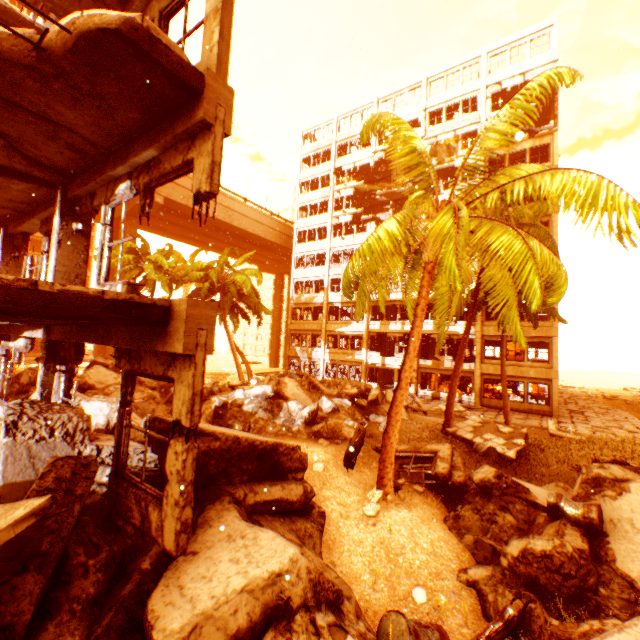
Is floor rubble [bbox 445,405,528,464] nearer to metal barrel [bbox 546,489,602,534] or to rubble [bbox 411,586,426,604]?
metal barrel [bbox 546,489,602,534]

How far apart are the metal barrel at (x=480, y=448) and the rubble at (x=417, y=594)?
8.6 meters

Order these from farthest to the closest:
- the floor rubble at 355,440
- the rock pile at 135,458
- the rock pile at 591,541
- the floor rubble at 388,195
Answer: the floor rubble at 388,195, the floor rubble at 355,440, the rock pile at 135,458, the rock pile at 591,541

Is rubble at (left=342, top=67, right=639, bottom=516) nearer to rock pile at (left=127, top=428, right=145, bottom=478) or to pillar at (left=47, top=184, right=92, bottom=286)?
rock pile at (left=127, top=428, right=145, bottom=478)

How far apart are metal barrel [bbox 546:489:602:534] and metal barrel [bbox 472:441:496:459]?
6.1m

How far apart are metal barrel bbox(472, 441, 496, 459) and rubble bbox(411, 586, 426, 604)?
8.6 meters

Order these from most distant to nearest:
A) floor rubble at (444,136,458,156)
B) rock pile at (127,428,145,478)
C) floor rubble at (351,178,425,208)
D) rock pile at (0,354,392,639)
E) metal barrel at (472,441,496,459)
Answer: floor rubble at (351,178,425,208) < floor rubble at (444,136,458,156) < metal barrel at (472,441,496,459) < rock pile at (127,428,145,478) < rock pile at (0,354,392,639)

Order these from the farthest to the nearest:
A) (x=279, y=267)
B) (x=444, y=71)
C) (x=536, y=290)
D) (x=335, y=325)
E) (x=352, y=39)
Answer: (x=279, y=267) → (x=335, y=325) → (x=444, y=71) → (x=352, y=39) → (x=536, y=290)
